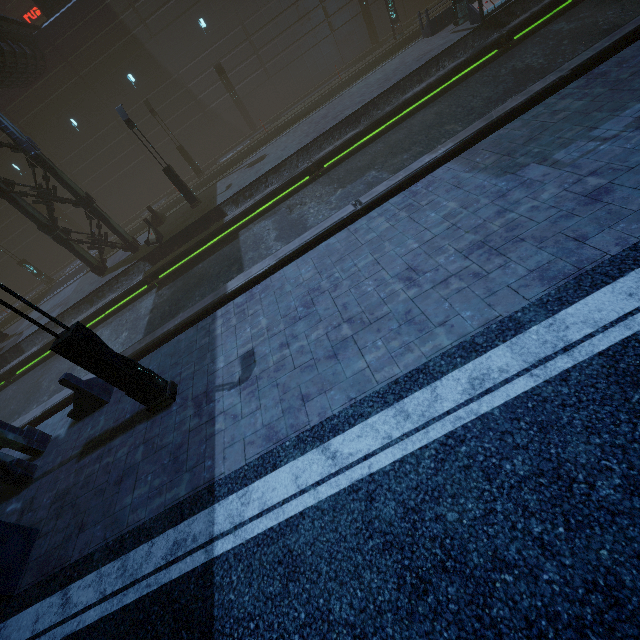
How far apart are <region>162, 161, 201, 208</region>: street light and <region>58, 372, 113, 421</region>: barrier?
12.33m

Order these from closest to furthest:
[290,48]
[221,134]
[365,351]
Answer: [365,351] → [290,48] → [221,134]

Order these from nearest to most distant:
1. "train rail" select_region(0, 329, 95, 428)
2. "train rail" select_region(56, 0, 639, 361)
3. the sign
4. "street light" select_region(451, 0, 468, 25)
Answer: "train rail" select_region(56, 0, 639, 361) < "train rail" select_region(0, 329, 95, 428) < "street light" select_region(451, 0, 468, 25) < the sign

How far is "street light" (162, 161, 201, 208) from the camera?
17.4m

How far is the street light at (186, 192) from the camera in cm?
1744

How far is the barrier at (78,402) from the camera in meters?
8.1 m

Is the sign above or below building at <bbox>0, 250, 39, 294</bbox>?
above

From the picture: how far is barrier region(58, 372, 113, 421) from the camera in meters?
8.1
